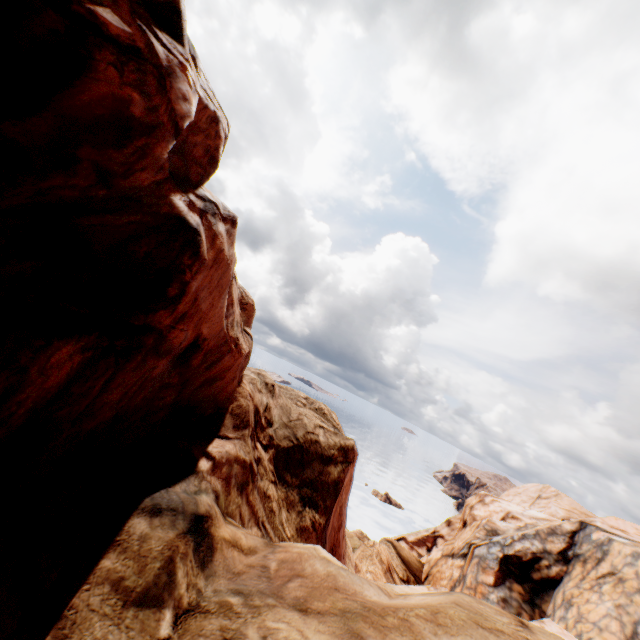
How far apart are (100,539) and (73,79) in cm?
674
